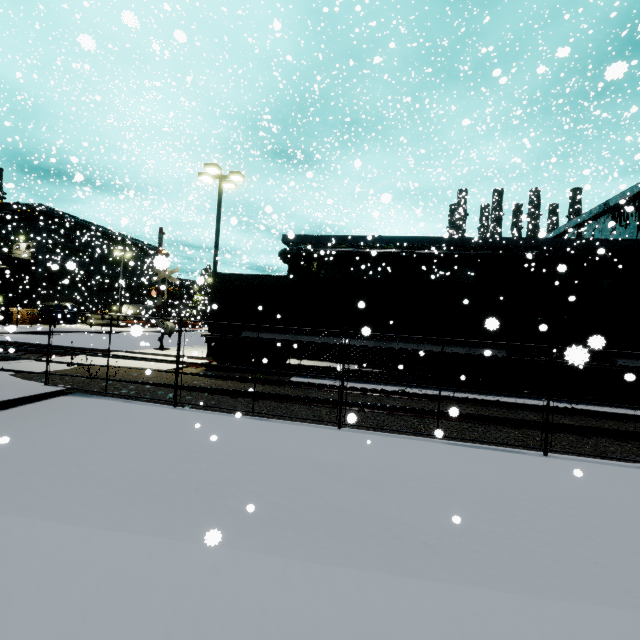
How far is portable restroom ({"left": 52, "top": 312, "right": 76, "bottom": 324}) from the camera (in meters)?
37.09

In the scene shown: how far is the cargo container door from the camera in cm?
1127

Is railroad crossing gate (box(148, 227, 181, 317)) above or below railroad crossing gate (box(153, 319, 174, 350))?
above

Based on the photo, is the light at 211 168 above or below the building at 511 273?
above

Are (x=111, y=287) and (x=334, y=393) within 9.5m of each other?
no

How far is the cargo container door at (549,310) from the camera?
11.27m

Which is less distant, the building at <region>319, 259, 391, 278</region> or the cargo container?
the cargo container

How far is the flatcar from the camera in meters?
12.6 m
